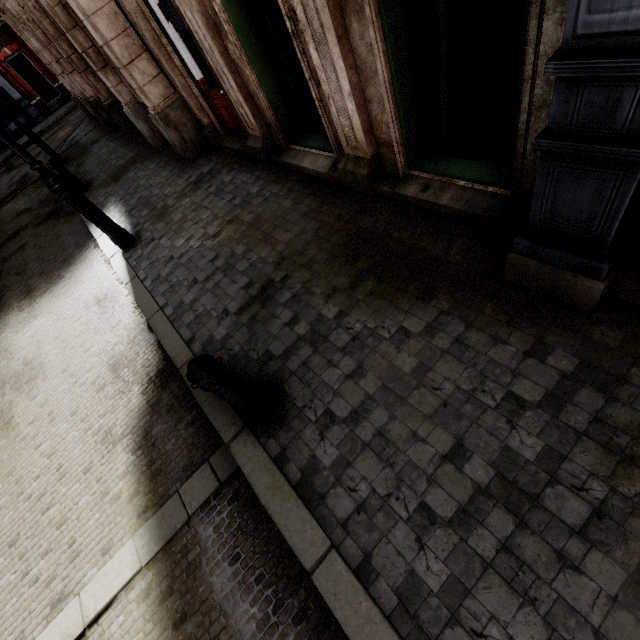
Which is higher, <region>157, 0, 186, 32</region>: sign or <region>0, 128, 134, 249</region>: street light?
<region>157, 0, 186, 32</region>: sign

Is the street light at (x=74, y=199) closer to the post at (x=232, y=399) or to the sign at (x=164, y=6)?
the sign at (x=164, y=6)

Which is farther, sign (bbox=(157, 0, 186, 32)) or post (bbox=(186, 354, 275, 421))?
sign (bbox=(157, 0, 186, 32))

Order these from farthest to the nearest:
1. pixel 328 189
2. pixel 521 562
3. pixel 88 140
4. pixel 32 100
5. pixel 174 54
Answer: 1. pixel 32 100
2. pixel 88 140
3. pixel 174 54
4. pixel 328 189
5. pixel 521 562

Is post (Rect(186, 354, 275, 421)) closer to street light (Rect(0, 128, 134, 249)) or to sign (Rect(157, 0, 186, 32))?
street light (Rect(0, 128, 134, 249))
